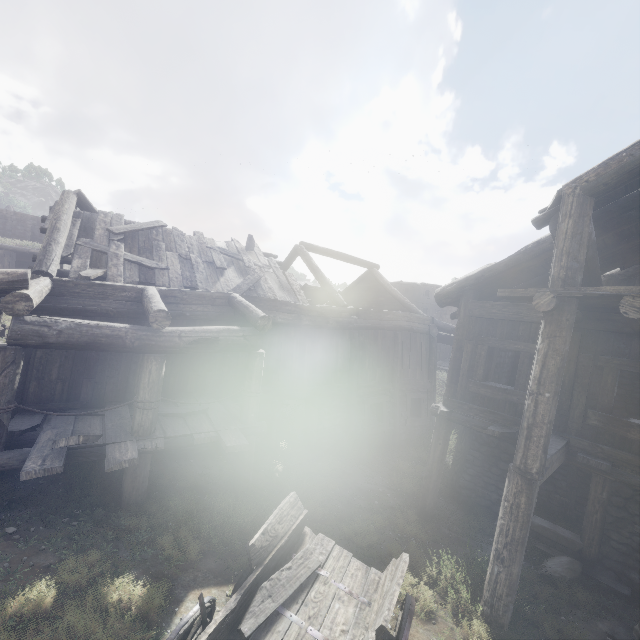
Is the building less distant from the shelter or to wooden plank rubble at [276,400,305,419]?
the shelter

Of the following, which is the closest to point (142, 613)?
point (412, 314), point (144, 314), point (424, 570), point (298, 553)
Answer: point (298, 553)

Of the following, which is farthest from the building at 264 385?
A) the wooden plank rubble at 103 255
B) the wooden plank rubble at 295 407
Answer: the wooden plank rubble at 295 407

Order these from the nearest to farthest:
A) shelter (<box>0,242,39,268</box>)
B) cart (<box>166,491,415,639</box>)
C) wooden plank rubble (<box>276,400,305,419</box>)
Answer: cart (<box>166,491,415,639</box>) < wooden plank rubble (<box>276,400,305,419</box>) < shelter (<box>0,242,39,268</box>)

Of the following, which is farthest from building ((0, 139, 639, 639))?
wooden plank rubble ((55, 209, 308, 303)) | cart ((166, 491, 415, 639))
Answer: cart ((166, 491, 415, 639))

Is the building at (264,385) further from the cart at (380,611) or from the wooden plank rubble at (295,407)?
the cart at (380,611)

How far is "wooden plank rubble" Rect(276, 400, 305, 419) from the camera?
13.52m

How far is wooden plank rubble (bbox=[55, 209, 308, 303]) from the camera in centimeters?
899cm
